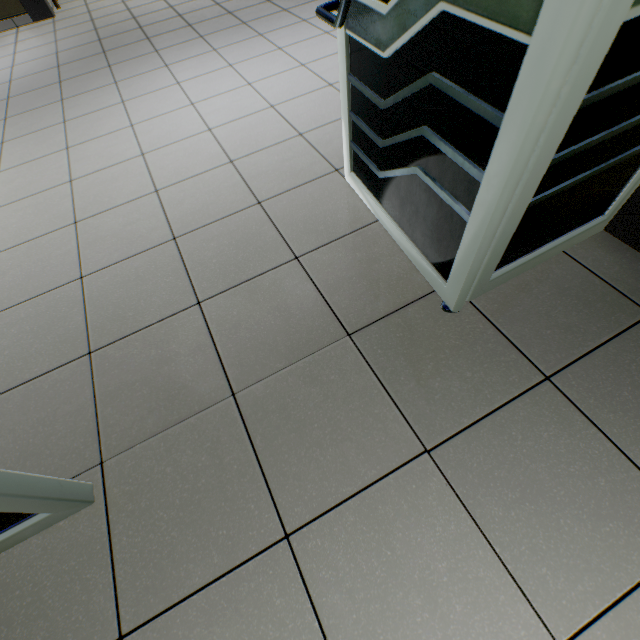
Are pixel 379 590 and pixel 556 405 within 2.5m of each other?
yes
